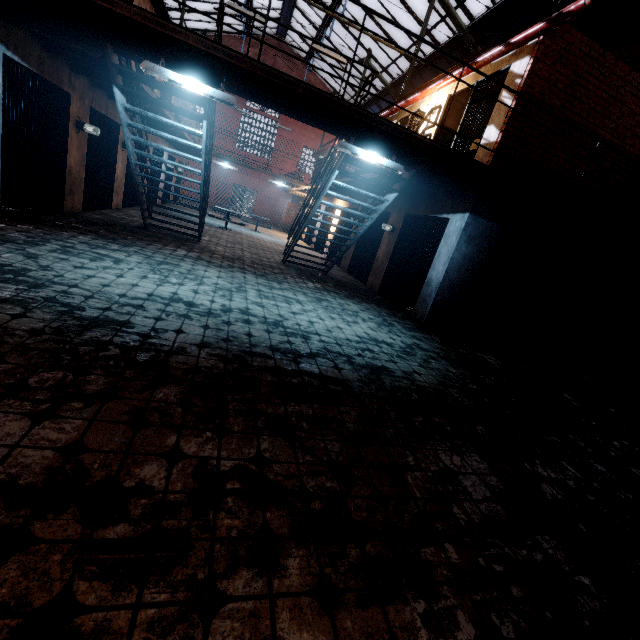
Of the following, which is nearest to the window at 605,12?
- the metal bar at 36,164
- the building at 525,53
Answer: the building at 525,53

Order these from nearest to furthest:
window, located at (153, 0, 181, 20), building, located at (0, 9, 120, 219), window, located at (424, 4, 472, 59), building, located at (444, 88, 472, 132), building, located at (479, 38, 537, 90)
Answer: building, located at (0, 9, 120, 219) → building, located at (479, 38, 537, 90) → building, located at (444, 88, 472, 132) → window, located at (424, 4, 472, 59) → window, located at (153, 0, 181, 20)

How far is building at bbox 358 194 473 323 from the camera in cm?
696

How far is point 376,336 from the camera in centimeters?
536cm

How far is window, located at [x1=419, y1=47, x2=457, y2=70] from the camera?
12.6m

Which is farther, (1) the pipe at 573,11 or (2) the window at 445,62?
(2) the window at 445,62

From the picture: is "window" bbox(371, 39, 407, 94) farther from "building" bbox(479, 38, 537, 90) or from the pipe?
the pipe

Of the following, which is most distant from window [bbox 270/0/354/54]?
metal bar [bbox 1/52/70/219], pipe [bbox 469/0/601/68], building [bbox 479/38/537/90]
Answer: metal bar [bbox 1/52/70/219]
